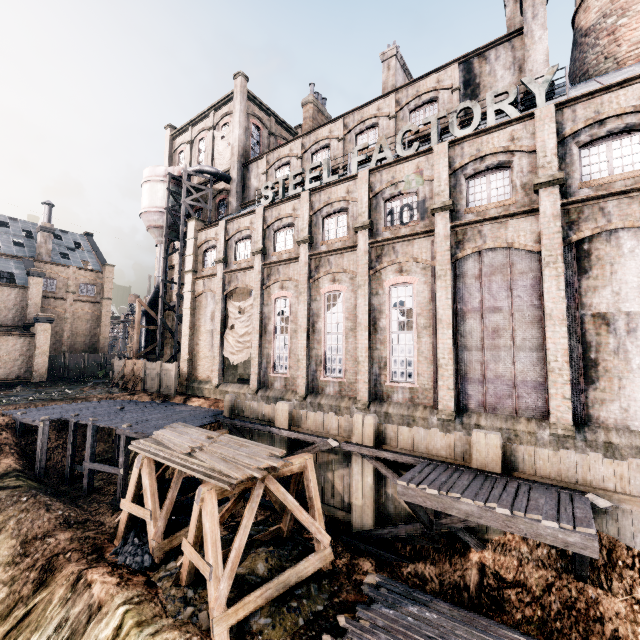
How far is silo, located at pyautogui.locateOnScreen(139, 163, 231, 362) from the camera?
31.59m

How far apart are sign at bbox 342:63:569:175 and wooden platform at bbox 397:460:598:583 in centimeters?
1565cm

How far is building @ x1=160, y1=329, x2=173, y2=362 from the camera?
36.47m

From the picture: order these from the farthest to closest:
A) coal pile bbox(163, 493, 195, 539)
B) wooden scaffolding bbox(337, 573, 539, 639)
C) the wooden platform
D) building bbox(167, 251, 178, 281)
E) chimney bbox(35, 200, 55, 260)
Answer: chimney bbox(35, 200, 55, 260) → building bbox(167, 251, 178, 281) → coal pile bbox(163, 493, 195, 539) → wooden scaffolding bbox(337, 573, 539, 639) → the wooden platform

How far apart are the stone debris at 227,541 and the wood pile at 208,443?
3.5 meters

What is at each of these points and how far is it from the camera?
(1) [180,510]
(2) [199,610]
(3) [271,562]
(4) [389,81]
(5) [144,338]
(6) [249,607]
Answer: (1) coal pile, 16.33m
(2) stone debris, 10.23m
(3) stone debris, 12.05m
(4) chimney, 27.30m
(5) silo, 36.72m
(6) wooden support structure, 10.04m

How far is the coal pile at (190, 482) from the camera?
17.4m

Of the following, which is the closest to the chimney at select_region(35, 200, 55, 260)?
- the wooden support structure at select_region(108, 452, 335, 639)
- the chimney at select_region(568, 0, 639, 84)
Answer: the wooden support structure at select_region(108, 452, 335, 639)
